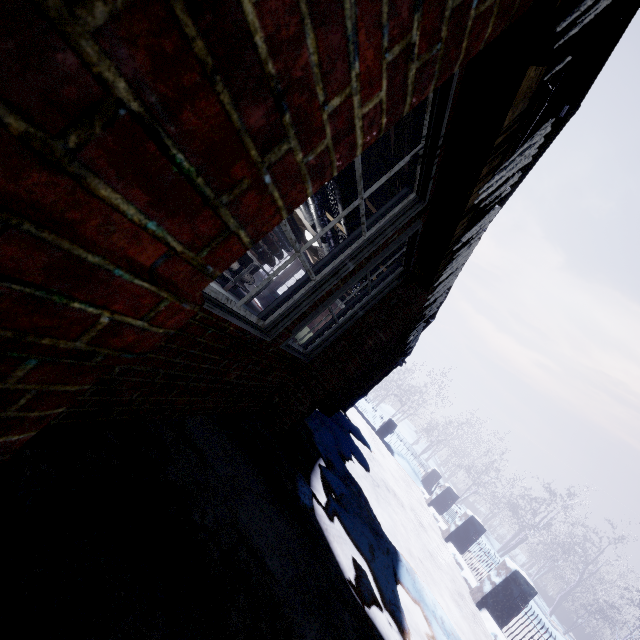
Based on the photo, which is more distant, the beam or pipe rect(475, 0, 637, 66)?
the beam

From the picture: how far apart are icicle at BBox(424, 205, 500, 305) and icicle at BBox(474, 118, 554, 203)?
0.84m

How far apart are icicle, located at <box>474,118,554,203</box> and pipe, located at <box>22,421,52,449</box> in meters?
0.3

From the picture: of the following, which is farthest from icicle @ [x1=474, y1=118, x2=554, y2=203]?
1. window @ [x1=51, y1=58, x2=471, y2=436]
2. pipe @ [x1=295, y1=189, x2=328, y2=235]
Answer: pipe @ [x1=295, y1=189, x2=328, y2=235]

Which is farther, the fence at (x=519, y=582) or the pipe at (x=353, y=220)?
the fence at (x=519, y=582)

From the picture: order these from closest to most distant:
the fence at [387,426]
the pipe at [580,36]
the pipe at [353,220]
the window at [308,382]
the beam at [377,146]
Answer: the pipe at [580,36] → the window at [308,382] → the beam at [377,146] → the pipe at [353,220] → the fence at [387,426]

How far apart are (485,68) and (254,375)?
2.1m

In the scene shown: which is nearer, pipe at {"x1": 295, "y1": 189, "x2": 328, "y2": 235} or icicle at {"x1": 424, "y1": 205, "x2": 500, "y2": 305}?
icicle at {"x1": 424, "y1": 205, "x2": 500, "y2": 305}
